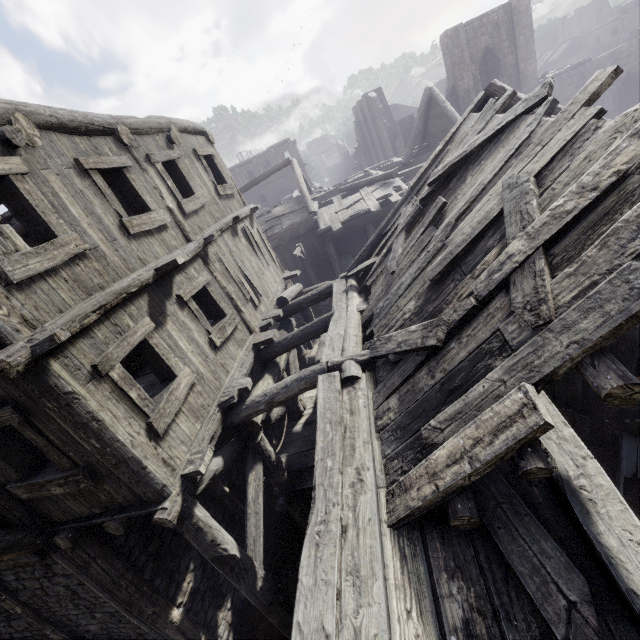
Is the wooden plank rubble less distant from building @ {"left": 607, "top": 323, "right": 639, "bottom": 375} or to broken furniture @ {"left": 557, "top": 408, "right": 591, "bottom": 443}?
building @ {"left": 607, "top": 323, "right": 639, "bottom": 375}

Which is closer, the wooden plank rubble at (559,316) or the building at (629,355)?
the wooden plank rubble at (559,316)

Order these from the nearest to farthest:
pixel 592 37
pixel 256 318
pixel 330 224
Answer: pixel 256 318
pixel 330 224
pixel 592 37

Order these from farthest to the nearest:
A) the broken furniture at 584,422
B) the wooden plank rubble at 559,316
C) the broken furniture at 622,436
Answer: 1. the broken furniture at 584,422
2. the broken furniture at 622,436
3. the wooden plank rubble at 559,316

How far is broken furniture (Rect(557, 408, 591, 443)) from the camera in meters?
7.5

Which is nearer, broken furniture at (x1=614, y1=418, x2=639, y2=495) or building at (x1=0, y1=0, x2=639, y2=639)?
building at (x1=0, y1=0, x2=639, y2=639)

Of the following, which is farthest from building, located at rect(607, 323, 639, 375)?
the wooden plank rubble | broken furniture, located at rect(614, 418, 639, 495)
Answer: broken furniture, located at rect(614, 418, 639, 495)

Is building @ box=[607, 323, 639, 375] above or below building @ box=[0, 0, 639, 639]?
below
